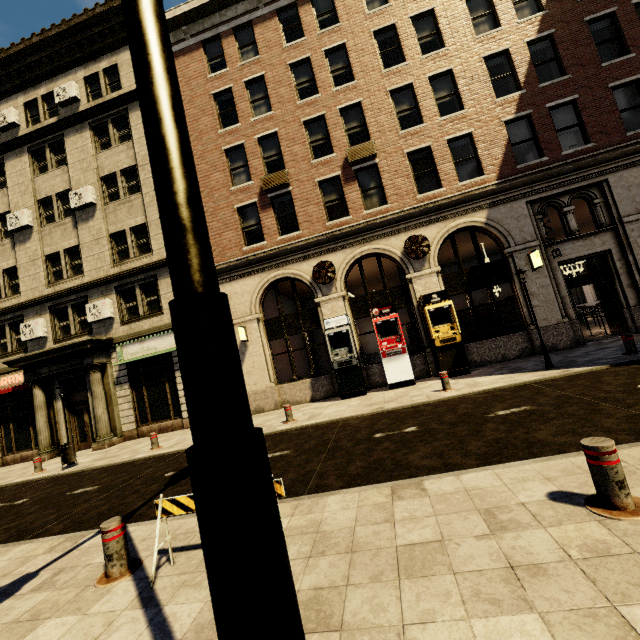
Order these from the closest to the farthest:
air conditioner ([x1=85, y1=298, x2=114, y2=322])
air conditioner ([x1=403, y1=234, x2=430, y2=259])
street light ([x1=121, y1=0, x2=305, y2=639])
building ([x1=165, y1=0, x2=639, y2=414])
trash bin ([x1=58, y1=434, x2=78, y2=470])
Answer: street light ([x1=121, y1=0, x2=305, y2=639])
trash bin ([x1=58, y1=434, x2=78, y2=470])
building ([x1=165, y1=0, x2=639, y2=414])
air conditioner ([x1=403, y1=234, x2=430, y2=259])
air conditioner ([x1=85, y1=298, x2=114, y2=322])

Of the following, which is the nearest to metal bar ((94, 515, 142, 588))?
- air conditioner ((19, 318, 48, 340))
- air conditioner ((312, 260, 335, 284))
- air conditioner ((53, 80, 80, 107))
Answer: air conditioner ((312, 260, 335, 284))

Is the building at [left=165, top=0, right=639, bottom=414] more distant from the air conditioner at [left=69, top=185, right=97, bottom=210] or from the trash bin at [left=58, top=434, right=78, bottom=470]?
the trash bin at [left=58, top=434, right=78, bottom=470]

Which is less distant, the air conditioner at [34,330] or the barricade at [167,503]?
the barricade at [167,503]

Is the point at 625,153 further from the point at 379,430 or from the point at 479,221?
the point at 379,430

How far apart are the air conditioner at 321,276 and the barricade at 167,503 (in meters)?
10.95

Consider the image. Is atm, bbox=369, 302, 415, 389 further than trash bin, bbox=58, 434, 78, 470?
Yes

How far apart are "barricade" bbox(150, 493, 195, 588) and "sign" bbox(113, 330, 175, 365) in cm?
1180
